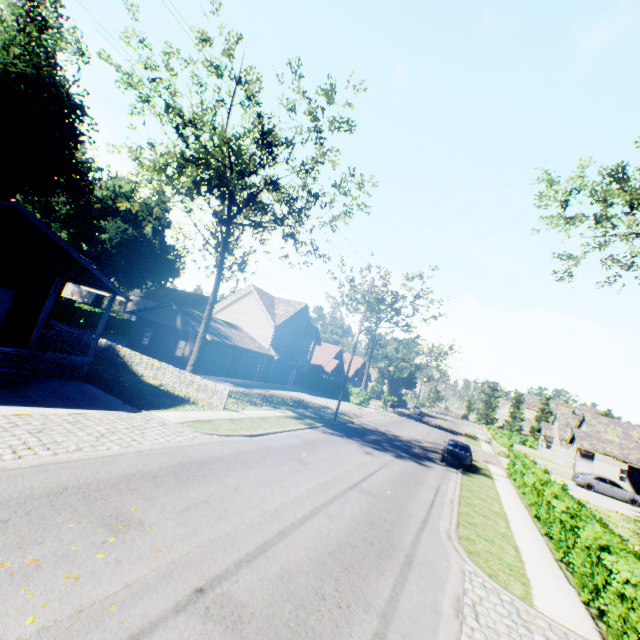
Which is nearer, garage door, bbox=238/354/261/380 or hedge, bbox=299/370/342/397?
garage door, bbox=238/354/261/380

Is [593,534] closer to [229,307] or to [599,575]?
[599,575]

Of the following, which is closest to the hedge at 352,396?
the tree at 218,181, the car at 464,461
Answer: the car at 464,461

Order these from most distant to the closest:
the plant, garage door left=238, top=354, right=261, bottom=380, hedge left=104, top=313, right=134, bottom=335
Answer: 1. hedge left=104, top=313, right=134, bottom=335
2. garage door left=238, top=354, right=261, bottom=380
3. the plant

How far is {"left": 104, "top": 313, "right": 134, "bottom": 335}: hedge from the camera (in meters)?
44.09

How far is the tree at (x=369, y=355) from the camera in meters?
41.3
